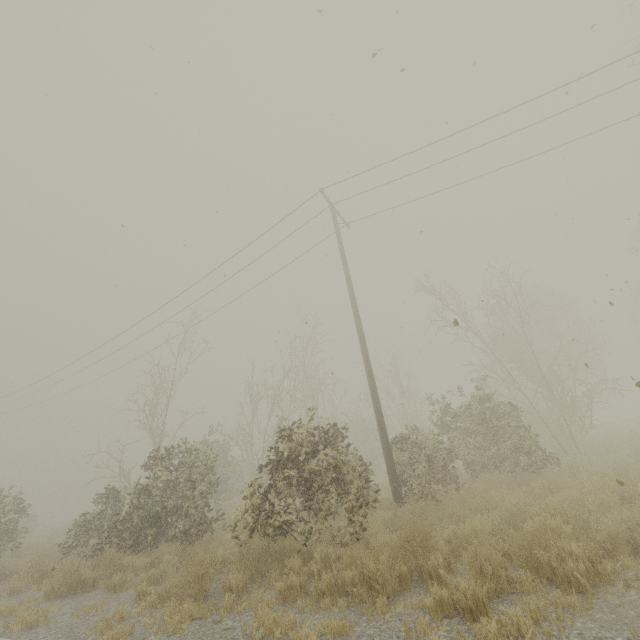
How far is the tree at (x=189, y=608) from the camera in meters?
4.7

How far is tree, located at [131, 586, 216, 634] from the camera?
4.7 meters

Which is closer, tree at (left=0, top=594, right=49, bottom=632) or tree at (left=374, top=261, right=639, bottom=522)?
tree at (left=0, top=594, right=49, bottom=632)

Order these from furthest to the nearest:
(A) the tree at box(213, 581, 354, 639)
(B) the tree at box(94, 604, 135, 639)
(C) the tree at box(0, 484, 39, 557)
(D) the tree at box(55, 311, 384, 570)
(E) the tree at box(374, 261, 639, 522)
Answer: (C) the tree at box(0, 484, 39, 557)
(E) the tree at box(374, 261, 639, 522)
(D) the tree at box(55, 311, 384, 570)
(B) the tree at box(94, 604, 135, 639)
(A) the tree at box(213, 581, 354, 639)

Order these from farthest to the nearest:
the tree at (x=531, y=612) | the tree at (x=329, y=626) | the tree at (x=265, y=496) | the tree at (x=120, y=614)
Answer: the tree at (x=265, y=496)
the tree at (x=120, y=614)
the tree at (x=329, y=626)
the tree at (x=531, y=612)

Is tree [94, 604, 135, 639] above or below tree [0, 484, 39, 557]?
below

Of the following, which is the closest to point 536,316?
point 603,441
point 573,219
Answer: point 603,441
